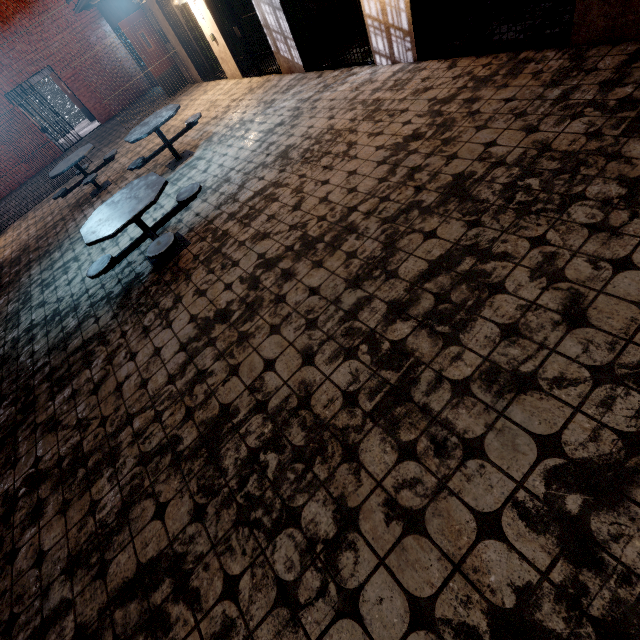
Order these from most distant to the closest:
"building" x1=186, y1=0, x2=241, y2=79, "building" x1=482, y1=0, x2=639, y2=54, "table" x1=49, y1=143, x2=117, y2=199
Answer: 1. "building" x1=186, y1=0, x2=241, y2=79
2. "table" x1=49, y1=143, x2=117, y2=199
3. "building" x1=482, y1=0, x2=639, y2=54

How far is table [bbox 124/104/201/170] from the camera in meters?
5.9

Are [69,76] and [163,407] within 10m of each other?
no

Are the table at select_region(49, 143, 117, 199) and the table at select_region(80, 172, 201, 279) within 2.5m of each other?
no

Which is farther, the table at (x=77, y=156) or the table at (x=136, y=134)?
the table at (x=77, y=156)

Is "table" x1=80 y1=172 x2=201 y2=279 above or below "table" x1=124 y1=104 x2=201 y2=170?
below

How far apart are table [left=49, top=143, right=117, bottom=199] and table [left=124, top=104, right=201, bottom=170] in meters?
1.4

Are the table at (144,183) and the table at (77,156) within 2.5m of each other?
no
